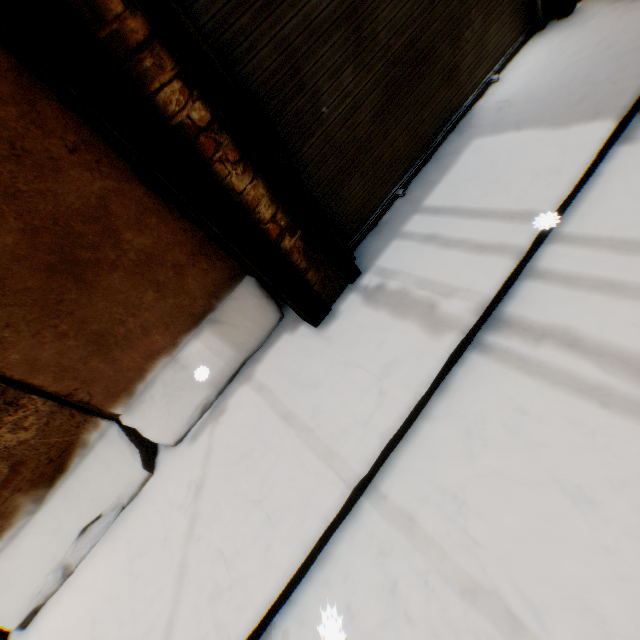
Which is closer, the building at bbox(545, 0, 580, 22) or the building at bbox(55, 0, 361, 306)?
the building at bbox(55, 0, 361, 306)

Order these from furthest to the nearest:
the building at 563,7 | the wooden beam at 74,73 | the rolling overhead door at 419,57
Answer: the building at 563,7 < the rolling overhead door at 419,57 < the wooden beam at 74,73

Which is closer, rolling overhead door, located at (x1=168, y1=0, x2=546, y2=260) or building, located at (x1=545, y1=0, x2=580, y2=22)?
rolling overhead door, located at (x1=168, y1=0, x2=546, y2=260)

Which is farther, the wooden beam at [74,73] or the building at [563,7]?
the building at [563,7]

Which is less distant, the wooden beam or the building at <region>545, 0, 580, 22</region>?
the wooden beam

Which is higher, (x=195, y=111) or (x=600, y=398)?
(x=195, y=111)

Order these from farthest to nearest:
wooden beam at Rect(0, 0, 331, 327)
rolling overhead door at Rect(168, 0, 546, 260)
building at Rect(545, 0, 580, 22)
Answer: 1. building at Rect(545, 0, 580, 22)
2. rolling overhead door at Rect(168, 0, 546, 260)
3. wooden beam at Rect(0, 0, 331, 327)

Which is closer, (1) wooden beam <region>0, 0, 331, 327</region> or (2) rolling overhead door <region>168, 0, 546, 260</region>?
(1) wooden beam <region>0, 0, 331, 327</region>
